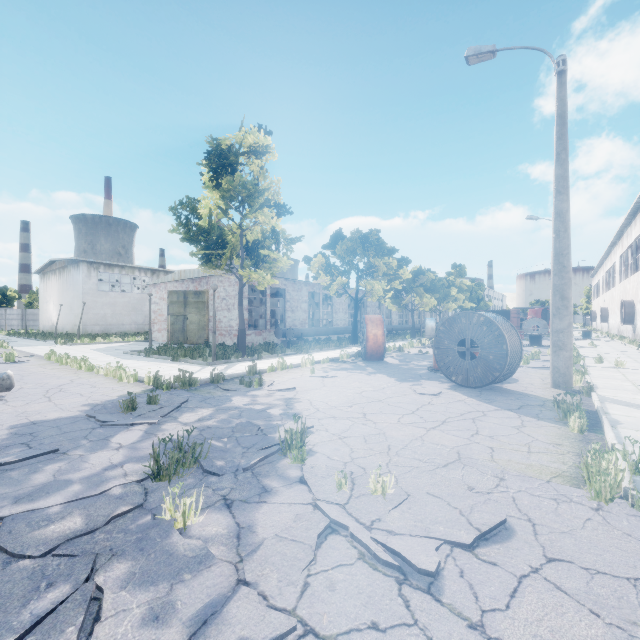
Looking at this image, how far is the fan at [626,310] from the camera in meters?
24.4 m

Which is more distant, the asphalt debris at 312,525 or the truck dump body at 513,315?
the truck dump body at 513,315

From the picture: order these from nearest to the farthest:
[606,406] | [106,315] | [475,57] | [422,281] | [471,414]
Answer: [471,414], [606,406], [475,57], [422,281], [106,315]

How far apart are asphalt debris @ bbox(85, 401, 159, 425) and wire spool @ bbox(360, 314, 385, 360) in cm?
785

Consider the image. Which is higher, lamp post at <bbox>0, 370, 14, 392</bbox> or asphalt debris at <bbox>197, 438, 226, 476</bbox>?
lamp post at <bbox>0, 370, 14, 392</bbox>

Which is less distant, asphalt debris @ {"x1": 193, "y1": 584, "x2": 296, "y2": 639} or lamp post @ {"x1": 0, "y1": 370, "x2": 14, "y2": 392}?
asphalt debris @ {"x1": 193, "y1": 584, "x2": 296, "y2": 639}

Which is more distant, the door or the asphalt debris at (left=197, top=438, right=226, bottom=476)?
the door

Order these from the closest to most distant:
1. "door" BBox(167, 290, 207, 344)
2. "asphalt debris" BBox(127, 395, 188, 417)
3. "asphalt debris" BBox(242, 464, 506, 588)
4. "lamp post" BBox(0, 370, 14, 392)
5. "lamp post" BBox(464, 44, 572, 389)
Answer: "asphalt debris" BBox(242, 464, 506, 588), "asphalt debris" BBox(127, 395, 188, 417), "lamp post" BBox(0, 370, 14, 392), "lamp post" BBox(464, 44, 572, 389), "door" BBox(167, 290, 207, 344)
